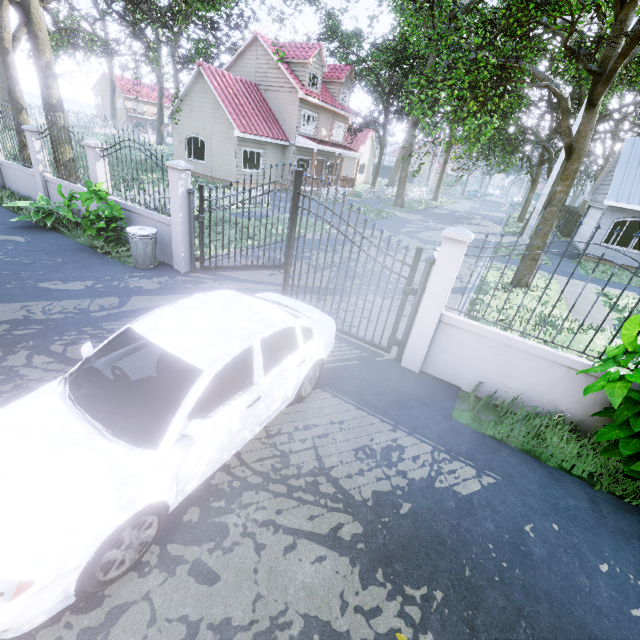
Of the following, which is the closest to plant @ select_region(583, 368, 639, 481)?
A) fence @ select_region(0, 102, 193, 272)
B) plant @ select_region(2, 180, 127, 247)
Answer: plant @ select_region(2, 180, 127, 247)

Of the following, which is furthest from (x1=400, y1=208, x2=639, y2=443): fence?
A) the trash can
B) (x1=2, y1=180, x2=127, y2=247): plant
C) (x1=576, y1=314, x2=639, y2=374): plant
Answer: (x1=2, y1=180, x2=127, y2=247): plant

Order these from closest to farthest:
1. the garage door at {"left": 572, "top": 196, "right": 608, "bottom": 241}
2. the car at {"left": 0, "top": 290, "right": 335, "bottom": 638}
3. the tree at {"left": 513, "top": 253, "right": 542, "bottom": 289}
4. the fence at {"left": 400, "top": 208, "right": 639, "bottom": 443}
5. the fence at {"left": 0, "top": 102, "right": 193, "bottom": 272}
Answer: the car at {"left": 0, "top": 290, "right": 335, "bottom": 638} → the fence at {"left": 400, "top": 208, "right": 639, "bottom": 443} → the fence at {"left": 0, "top": 102, "right": 193, "bottom": 272} → the tree at {"left": 513, "top": 253, "right": 542, "bottom": 289} → the garage door at {"left": 572, "top": 196, "right": 608, "bottom": 241}

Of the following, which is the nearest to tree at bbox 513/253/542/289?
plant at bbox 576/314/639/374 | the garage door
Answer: the garage door

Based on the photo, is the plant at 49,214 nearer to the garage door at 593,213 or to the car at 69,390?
the car at 69,390

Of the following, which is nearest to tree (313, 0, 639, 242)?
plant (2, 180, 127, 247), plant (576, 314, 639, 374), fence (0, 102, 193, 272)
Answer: fence (0, 102, 193, 272)

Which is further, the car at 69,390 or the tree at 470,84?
the tree at 470,84

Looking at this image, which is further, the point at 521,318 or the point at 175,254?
the point at 521,318
